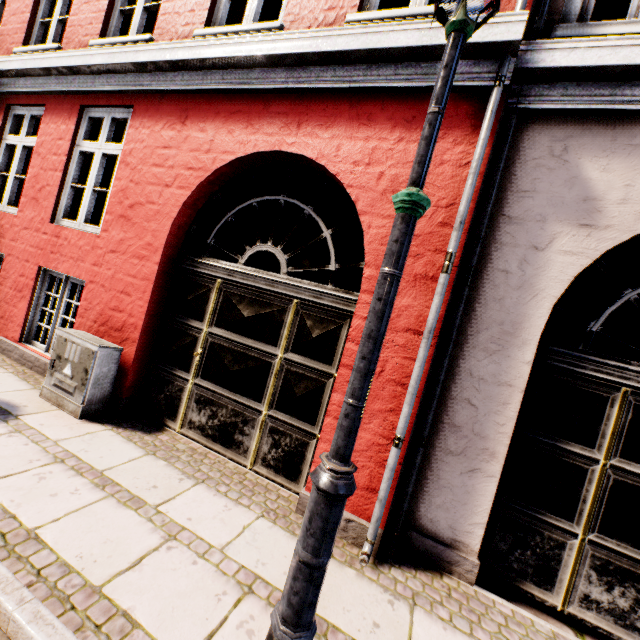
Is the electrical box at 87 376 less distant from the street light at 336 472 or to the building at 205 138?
the building at 205 138

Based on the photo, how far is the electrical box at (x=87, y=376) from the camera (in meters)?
3.55

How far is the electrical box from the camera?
3.5 meters

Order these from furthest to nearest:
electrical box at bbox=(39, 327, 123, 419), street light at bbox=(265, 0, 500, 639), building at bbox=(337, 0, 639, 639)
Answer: electrical box at bbox=(39, 327, 123, 419)
building at bbox=(337, 0, 639, 639)
street light at bbox=(265, 0, 500, 639)

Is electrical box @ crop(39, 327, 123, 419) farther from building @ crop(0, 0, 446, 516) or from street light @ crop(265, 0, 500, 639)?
street light @ crop(265, 0, 500, 639)

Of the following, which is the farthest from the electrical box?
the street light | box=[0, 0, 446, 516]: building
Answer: the street light

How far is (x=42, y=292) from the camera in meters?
4.8 m
